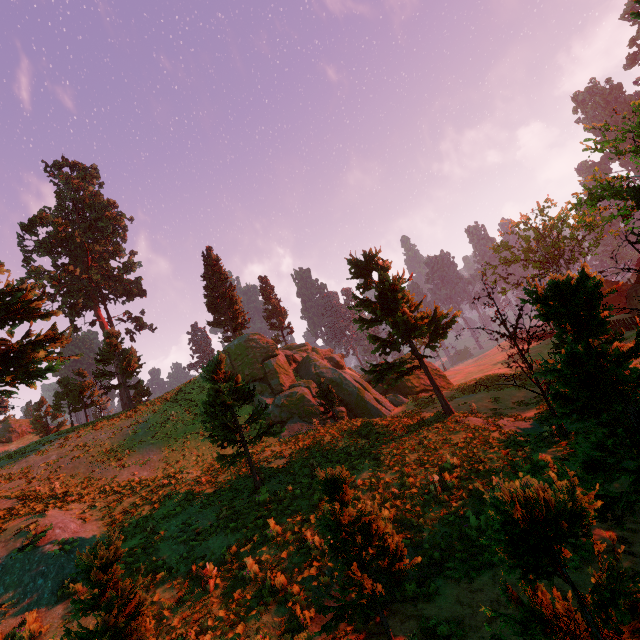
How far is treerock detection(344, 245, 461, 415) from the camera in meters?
17.9

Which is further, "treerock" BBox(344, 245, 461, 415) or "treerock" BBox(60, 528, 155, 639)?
"treerock" BBox(344, 245, 461, 415)

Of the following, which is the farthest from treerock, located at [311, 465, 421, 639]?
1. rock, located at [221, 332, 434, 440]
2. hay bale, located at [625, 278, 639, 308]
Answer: hay bale, located at [625, 278, 639, 308]

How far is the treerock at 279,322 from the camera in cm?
5534

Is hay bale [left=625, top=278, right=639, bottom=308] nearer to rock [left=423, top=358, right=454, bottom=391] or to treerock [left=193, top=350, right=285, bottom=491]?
treerock [left=193, top=350, right=285, bottom=491]

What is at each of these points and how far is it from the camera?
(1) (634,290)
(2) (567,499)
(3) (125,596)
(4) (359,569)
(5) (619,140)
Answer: (1) hay bale, 34.0m
(2) treerock, 2.4m
(3) treerock, 5.7m
(4) treerock, 6.5m
(5) treerock, 17.9m

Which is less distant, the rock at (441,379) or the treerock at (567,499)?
the treerock at (567,499)
